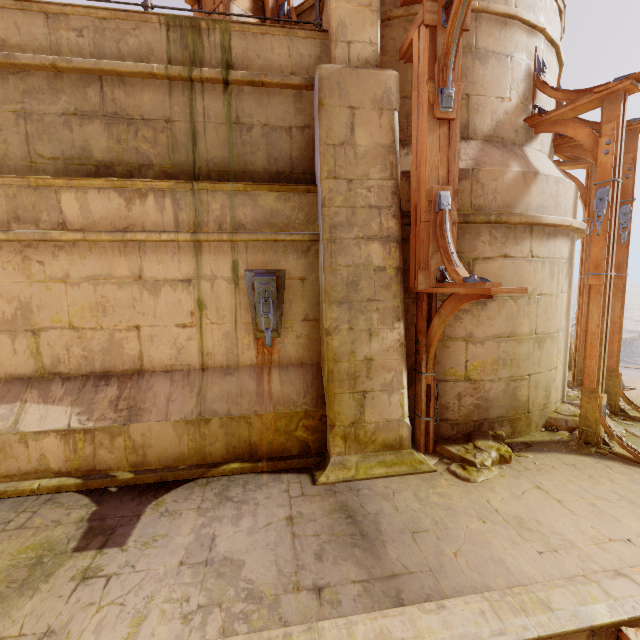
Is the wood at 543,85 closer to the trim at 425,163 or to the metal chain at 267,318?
the trim at 425,163

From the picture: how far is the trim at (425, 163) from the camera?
3.84m

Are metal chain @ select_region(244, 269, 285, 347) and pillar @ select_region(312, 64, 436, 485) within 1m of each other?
yes

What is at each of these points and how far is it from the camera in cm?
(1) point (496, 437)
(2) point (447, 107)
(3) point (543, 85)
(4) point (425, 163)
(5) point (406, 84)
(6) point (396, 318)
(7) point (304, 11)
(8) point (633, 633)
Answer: (1) rubble, 472
(2) wood, 376
(3) wood, 490
(4) trim, 390
(5) building, 474
(6) pillar, 429
(7) building, 532
(8) beam, 227

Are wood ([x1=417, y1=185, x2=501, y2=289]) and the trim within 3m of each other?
yes

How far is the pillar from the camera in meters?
4.2

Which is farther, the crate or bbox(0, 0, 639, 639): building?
the crate

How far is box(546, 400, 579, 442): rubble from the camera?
5.0 meters
